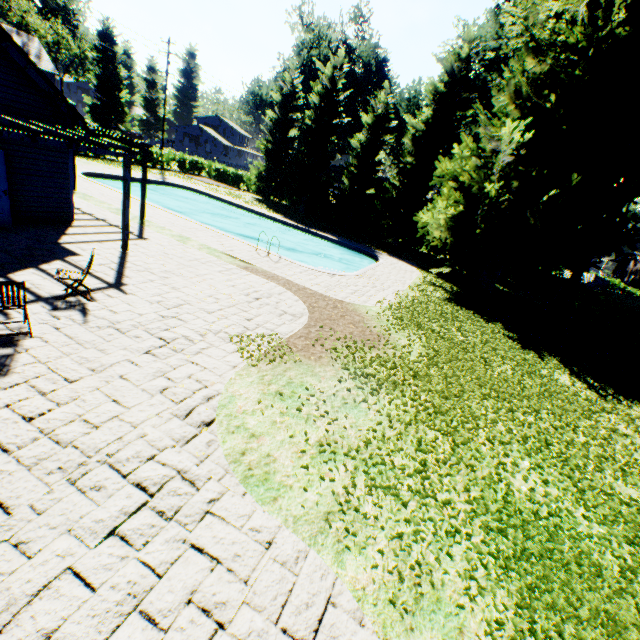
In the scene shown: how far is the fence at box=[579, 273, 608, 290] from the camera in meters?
32.7 m

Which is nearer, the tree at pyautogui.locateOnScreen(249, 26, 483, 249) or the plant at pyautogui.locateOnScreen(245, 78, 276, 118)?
the tree at pyautogui.locateOnScreen(249, 26, 483, 249)

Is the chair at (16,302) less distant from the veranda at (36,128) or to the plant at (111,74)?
the veranda at (36,128)

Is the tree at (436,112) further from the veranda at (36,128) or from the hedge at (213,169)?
the veranda at (36,128)

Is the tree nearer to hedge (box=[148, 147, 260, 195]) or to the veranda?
hedge (box=[148, 147, 260, 195])

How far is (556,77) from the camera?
16.7m

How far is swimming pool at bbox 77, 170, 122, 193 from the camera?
19.2 meters

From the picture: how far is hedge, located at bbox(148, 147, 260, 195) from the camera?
34.3m
